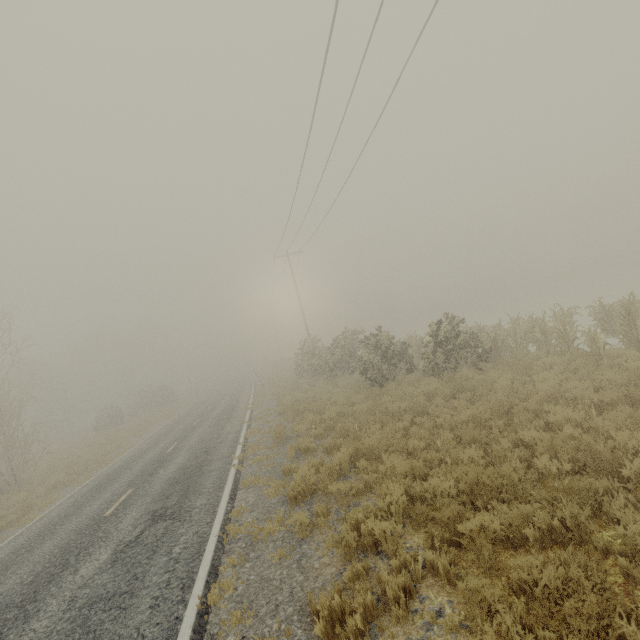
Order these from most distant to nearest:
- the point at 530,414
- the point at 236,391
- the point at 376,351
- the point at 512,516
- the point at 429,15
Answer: the point at 236,391
the point at 376,351
the point at 429,15
the point at 530,414
the point at 512,516
